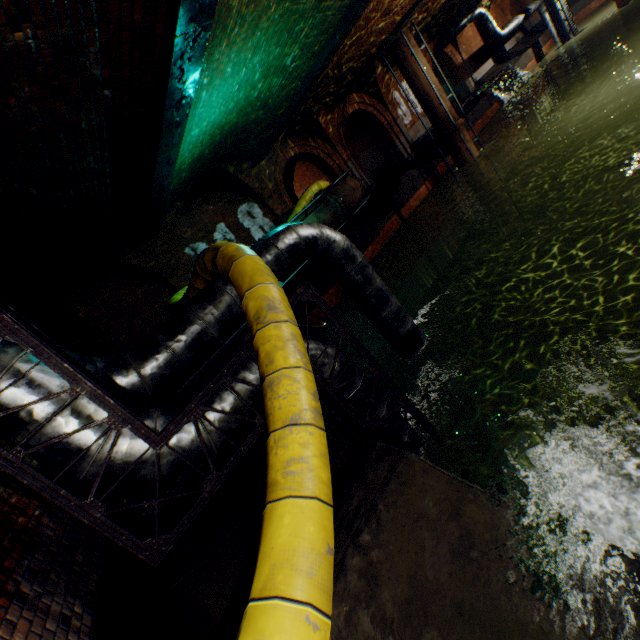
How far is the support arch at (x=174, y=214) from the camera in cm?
884

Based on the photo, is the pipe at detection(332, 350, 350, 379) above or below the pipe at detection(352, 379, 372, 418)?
above

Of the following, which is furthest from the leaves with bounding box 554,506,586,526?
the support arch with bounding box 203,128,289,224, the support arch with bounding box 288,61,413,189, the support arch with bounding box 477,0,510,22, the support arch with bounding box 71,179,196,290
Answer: the support arch with bounding box 477,0,510,22

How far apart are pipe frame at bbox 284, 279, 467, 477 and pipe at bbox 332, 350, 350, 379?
0.02m

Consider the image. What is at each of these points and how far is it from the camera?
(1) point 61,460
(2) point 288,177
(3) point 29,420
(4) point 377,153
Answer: (1) pipe, 2.4m
(2) support arch, 19.3m
(3) pipe, 2.3m
(4) building tunnel, 19.7m

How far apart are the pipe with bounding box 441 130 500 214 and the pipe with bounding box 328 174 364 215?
5.42m

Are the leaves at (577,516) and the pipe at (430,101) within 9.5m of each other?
no

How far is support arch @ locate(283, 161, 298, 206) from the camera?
18.8 meters
